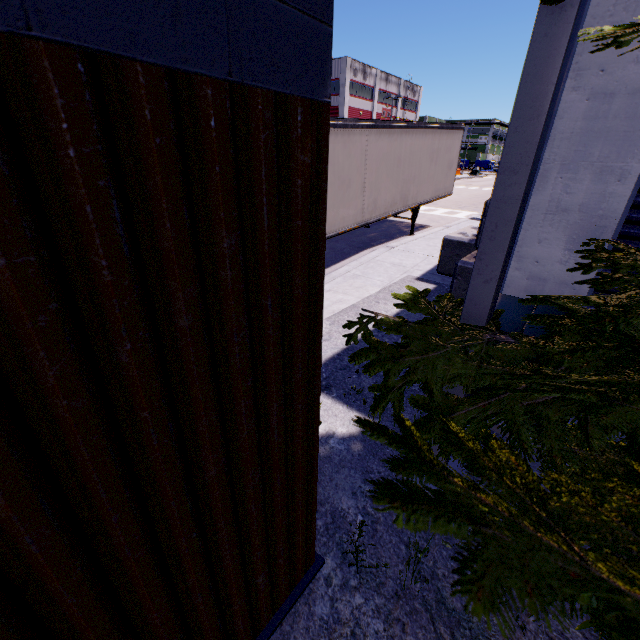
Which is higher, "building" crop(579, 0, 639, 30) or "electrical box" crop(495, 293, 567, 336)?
"building" crop(579, 0, 639, 30)

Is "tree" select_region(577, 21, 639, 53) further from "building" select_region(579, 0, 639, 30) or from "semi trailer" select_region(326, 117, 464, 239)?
"semi trailer" select_region(326, 117, 464, 239)

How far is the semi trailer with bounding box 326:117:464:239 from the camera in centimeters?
834cm

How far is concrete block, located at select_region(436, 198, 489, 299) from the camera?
5.9m

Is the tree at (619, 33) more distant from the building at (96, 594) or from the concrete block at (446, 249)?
the concrete block at (446, 249)

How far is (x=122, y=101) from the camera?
0.7 meters

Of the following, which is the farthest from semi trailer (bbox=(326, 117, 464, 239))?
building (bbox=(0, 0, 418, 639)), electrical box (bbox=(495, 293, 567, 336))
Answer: electrical box (bbox=(495, 293, 567, 336))

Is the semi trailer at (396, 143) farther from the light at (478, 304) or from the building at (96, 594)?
the light at (478, 304)
